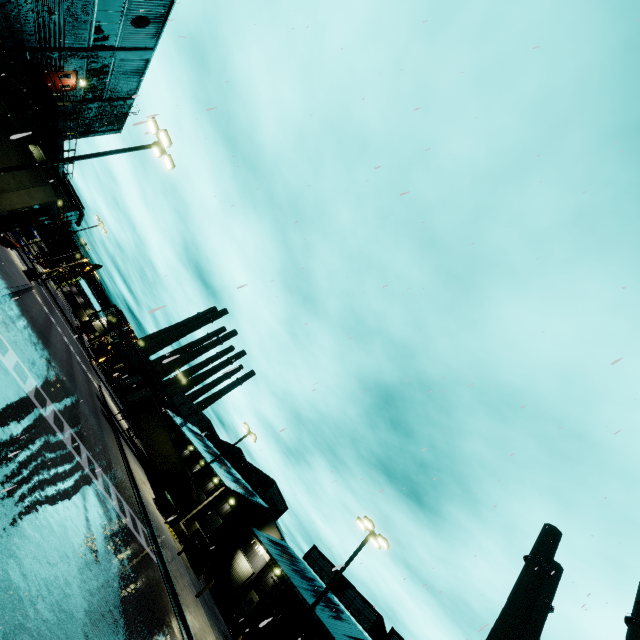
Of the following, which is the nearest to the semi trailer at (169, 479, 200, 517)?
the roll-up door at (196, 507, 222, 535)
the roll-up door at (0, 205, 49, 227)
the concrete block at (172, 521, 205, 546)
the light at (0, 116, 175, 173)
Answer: the concrete block at (172, 521, 205, 546)

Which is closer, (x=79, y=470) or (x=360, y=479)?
(x=360, y=479)

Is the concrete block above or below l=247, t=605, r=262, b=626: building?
below

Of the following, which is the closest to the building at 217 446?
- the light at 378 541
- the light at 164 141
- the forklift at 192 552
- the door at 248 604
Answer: the door at 248 604

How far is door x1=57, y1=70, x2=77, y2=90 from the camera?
22.41m

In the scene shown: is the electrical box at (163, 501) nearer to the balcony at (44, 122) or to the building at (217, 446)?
the building at (217, 446)

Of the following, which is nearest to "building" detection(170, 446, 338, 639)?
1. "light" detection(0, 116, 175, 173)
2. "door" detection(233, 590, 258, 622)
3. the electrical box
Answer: "door" detection(233, 590, 258, 622)

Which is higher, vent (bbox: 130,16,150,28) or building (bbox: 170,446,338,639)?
vent (bbox: 130,16,150,28)
